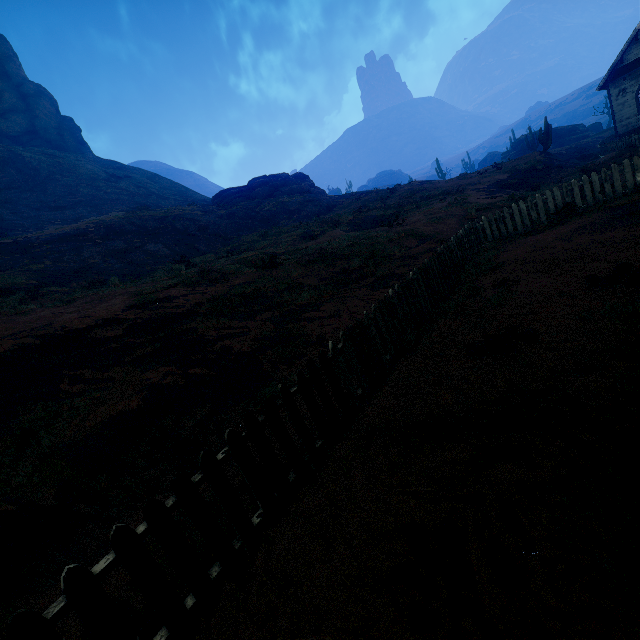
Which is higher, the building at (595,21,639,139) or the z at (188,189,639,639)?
the building at (595,21,639,139)

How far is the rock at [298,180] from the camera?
37.6m

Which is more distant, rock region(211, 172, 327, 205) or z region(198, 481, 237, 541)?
rock region(211, 172, 327, 205)

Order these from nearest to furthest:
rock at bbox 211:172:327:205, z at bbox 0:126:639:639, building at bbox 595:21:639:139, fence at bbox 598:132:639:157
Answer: z at bbox 0:126:639:639
fence at bbox 598:132:639:157
building at bbox 595:21:639:139
rock at bbox 211:172:327:205

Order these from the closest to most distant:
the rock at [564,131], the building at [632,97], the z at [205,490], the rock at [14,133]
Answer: the z at [205,490] < the building at [632,97] < the rock at [564,131] < the rock at [14,133]

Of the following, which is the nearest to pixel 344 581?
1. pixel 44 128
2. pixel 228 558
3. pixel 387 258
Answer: pixel 228 558

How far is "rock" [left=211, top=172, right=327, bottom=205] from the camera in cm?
3756

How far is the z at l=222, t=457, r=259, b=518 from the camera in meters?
3.4
